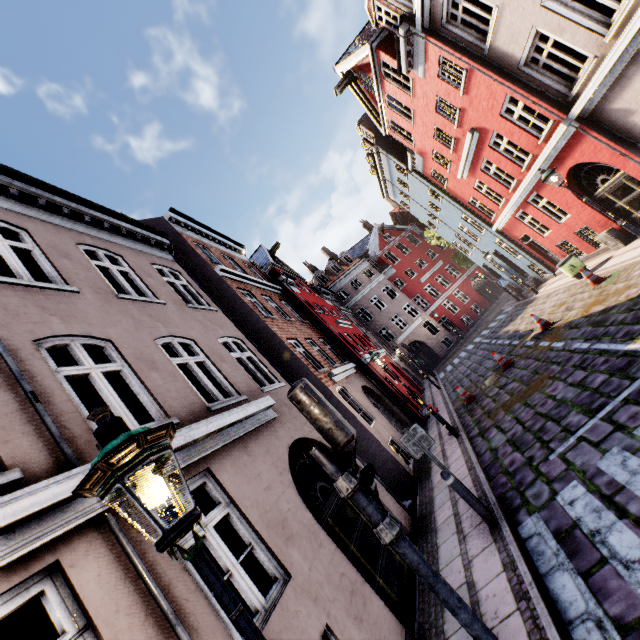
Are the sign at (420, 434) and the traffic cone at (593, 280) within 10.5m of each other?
yes

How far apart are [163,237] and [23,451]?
8.5m

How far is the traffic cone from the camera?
11.3 meters

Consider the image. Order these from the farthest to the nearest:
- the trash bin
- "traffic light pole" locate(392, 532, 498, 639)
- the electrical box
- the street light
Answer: the trash bin
the electrical box
"traffic light pole" locate(392, 532, 498, 639)
the street light

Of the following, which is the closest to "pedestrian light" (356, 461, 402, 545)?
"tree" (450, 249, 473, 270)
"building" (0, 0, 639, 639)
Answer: "building" (0, 0, 639, 639)

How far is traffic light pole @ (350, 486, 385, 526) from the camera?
2.82m

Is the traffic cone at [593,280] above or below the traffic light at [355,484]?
below

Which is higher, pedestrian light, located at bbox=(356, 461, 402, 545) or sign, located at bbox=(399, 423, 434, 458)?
pedestrian light, located at bbox=(356, 461, 402, 545)
